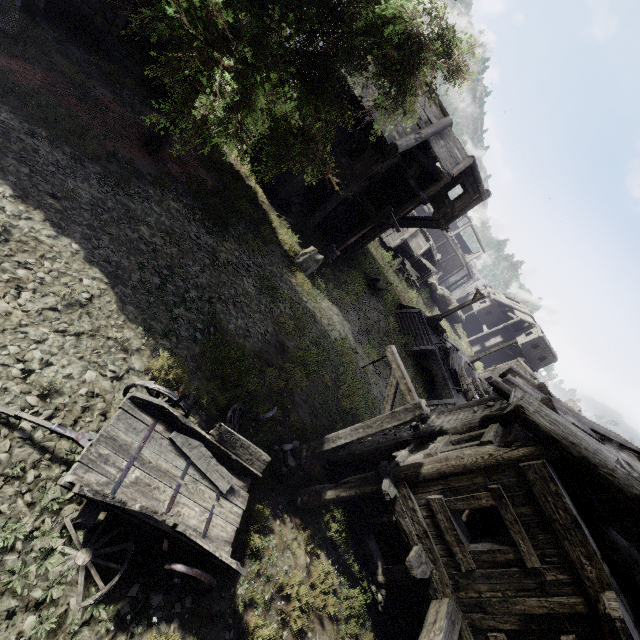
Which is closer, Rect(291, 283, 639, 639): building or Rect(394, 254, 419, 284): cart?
Rect(291, 283, 639, 639): building

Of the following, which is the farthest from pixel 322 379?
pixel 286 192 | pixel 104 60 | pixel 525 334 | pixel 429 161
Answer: pixel 525 334

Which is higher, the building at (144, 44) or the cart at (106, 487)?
the cart at (106, 487)

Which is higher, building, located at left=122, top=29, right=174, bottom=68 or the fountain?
the fountain

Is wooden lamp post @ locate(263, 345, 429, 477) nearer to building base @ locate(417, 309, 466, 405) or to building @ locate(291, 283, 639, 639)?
building @ locate(291, 283, 639, 639)

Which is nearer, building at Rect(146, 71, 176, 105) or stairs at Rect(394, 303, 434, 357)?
building at Rect(146, 71, 176, 105)

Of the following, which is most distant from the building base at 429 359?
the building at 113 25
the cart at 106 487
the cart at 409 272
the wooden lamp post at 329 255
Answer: the cart at 106 487

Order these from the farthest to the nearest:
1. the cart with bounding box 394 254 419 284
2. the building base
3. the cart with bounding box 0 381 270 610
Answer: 1. the cart with bounding box 394 254 419 284
2. the building base
3. the cart with bounding box 0 381 270 610
